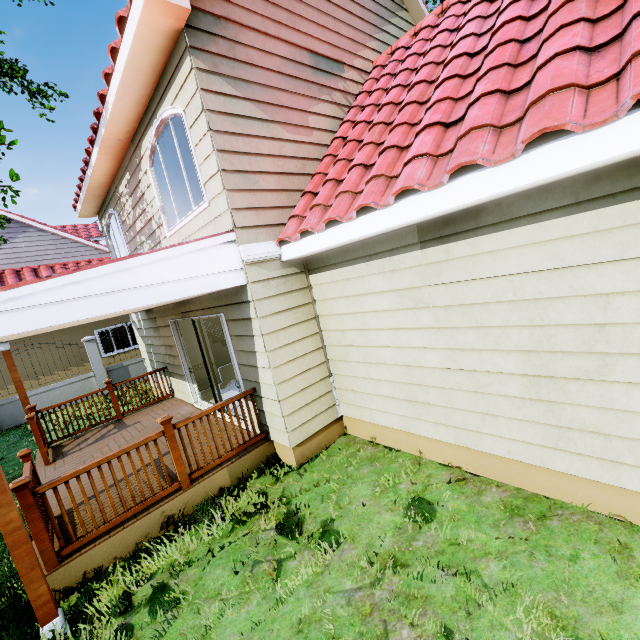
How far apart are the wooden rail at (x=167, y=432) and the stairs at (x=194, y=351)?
4.26m

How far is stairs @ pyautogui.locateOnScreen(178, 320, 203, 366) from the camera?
8.56m

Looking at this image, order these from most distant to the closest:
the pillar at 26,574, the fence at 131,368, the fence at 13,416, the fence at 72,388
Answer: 1. the fence at 131,368
2. the fence at 72,388
3. the fence at 13,416
4. the pillar at 26,574

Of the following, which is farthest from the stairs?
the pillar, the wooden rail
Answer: the pillar

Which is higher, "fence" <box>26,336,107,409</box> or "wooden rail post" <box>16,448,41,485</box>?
"wooden rail post" <box>16,448,41,485</box>

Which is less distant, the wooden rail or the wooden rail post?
the wooden rail

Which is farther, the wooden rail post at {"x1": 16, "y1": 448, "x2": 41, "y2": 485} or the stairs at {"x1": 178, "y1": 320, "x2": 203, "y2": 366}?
the stairs at {"x1": 178, "y1": 320, "x2": 203, "y2": 366}

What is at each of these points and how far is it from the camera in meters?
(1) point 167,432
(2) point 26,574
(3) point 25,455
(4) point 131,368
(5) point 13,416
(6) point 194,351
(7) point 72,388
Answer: (1) wooden rail, 4.2
(2) pillar, 2.9
(3) wooden rail post, 4.1
(4) fence, 13.3
(5) fence, 11.0
(6) stairs, 8.7
(7) fence, 12.0
